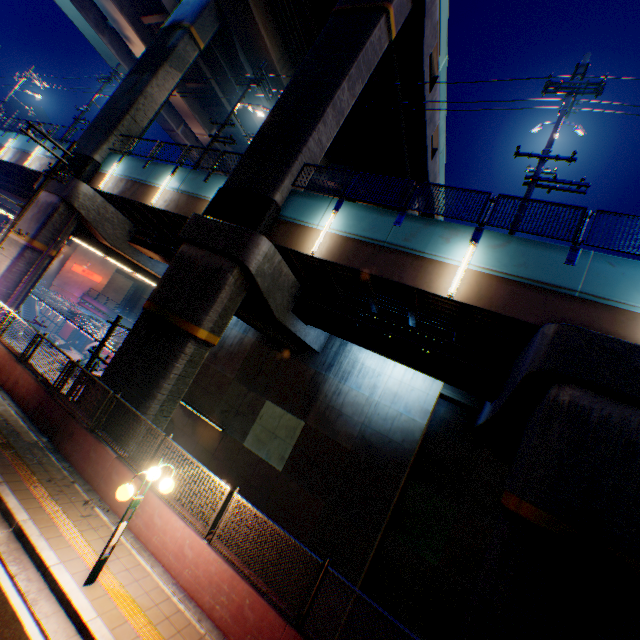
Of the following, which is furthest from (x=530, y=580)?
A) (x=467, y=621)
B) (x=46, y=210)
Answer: (x=46, y=210)

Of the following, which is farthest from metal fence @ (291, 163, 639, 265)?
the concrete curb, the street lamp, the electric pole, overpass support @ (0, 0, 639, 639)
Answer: the concrete curb

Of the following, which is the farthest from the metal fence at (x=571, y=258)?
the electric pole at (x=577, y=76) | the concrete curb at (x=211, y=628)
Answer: the concrete curb at (x=211, y=628)

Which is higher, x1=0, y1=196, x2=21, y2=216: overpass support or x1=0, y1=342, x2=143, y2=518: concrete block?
x1=0, y1=196, x2=21, y2=216: overpass support

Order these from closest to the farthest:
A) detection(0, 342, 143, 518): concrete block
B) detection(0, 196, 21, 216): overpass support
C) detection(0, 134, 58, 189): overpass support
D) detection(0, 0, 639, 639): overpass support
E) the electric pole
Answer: detection(0, 0, 639, 639): overpass support, detection(0, 342, 143, 518): concrete block, the electric pole, detection(0, 134, 58, 189): overpass support, detection(0, 196, 21, 216): overpass support

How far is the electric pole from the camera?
10.39m

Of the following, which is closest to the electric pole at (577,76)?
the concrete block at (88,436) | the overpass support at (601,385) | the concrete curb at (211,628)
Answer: the overpass support at (601,385)

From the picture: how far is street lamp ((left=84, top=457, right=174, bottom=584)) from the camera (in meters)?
5.97
